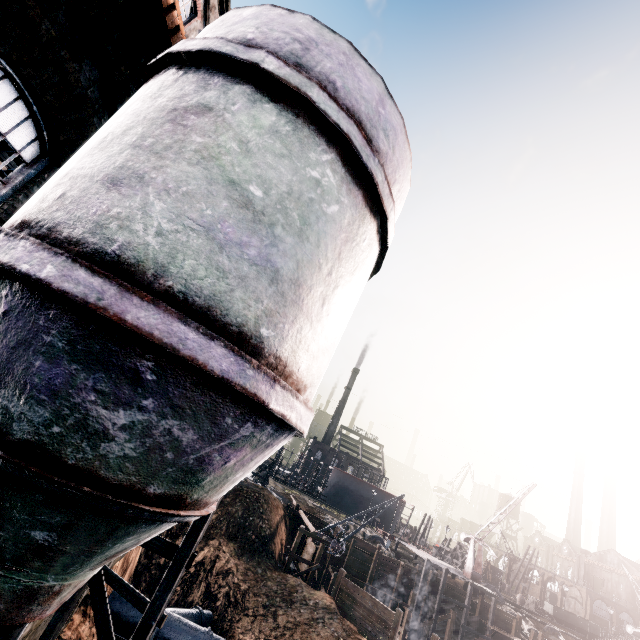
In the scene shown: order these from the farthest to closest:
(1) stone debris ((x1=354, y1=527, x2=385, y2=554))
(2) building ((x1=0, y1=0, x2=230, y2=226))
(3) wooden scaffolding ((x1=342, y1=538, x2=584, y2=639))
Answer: (1) stone debris ((x1=354, y1=527, x2=385, y2=554)) < (3) wooden scaffolding ((x1=342, y1=538, x2=584, y2=639)) < (2) building ((x1=0, y1=0, x2=230, y2=226))

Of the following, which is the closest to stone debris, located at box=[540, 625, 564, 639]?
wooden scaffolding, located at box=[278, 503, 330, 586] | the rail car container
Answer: the rail car container

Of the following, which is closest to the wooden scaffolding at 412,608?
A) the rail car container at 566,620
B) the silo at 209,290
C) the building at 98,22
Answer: the rail car container at 566,620

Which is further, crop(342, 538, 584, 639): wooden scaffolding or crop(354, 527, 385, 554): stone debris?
crop(354, 527, 385, 554): stone debris

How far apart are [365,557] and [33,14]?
44.4 meters

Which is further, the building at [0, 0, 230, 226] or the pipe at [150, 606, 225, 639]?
the pipe at [150, 606, 225, 639]

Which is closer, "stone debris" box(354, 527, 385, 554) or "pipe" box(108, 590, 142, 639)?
"pipe" box(108, 590, 142, 639)

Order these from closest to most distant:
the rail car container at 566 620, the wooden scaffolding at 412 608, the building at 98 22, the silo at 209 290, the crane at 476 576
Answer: the silo at 209 290
the building at 98 22
the wooden scaffolding at 412 608
the crane at 476 576
the rail car container at 566 620
